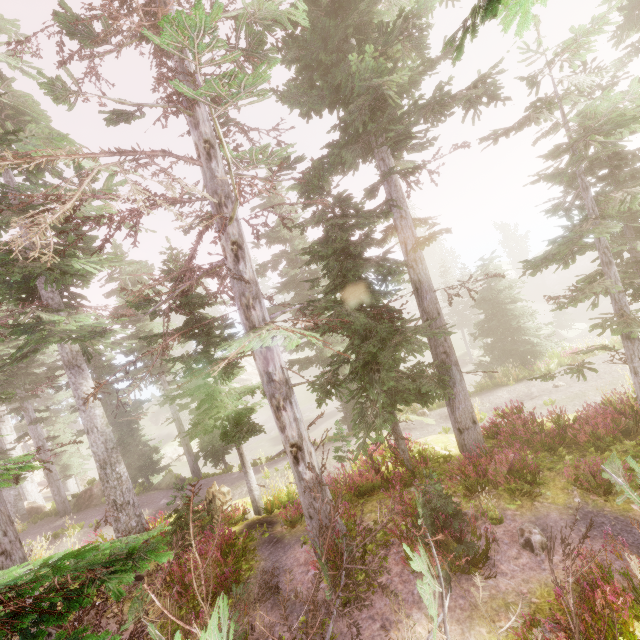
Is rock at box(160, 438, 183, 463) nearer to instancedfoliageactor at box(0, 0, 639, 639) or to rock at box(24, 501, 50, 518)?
instancedfoliageactor at box(0, 0, 639, 639)

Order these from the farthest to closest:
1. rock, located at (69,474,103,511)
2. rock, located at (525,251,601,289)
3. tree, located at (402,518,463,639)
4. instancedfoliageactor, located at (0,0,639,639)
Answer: rock, located at (525,251,601,289)
rock, located at (69,474,103,511)
instancedfoliageactor, located at (0,0,639,639)
tree, located at (402,518,463,639)

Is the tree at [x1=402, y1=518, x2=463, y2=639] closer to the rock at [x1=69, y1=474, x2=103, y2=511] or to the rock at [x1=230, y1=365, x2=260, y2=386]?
the rock at [x1=69, y1=474, x2=103, y2=511]

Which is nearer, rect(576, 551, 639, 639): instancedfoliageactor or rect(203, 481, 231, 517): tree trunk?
rect(576, 551, 639, 639): instancedfoliageactor

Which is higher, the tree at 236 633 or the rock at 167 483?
the tree at 236 633

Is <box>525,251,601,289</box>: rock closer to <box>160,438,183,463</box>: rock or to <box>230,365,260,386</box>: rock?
<box>230,365,260,386</box>: rock

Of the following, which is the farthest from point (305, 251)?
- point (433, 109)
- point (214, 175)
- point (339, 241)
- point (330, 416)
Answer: point (330, 416)

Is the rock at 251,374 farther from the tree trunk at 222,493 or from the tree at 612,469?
the tree at 612,469
